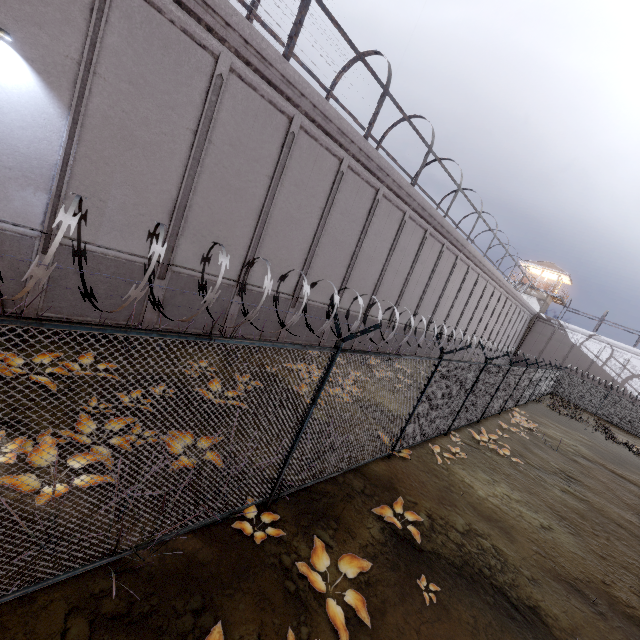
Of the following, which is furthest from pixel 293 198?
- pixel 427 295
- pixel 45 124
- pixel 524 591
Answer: pixel 427 295

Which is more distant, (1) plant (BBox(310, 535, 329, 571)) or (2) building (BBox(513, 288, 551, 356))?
(2) building (BBox(513, 288, 551, 356))

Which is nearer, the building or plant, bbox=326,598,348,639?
plant, bbox=326,598,348,639

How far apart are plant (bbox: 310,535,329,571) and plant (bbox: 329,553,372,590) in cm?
17

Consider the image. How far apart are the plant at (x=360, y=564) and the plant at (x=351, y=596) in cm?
19

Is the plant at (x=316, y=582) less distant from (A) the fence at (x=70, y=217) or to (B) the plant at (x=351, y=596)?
(B) the plant at (x=351, y=596)

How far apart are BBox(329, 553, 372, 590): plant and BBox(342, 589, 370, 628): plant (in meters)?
0.19

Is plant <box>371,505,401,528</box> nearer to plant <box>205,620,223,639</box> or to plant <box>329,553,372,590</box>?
plant <box>329,553,372,590</box>
